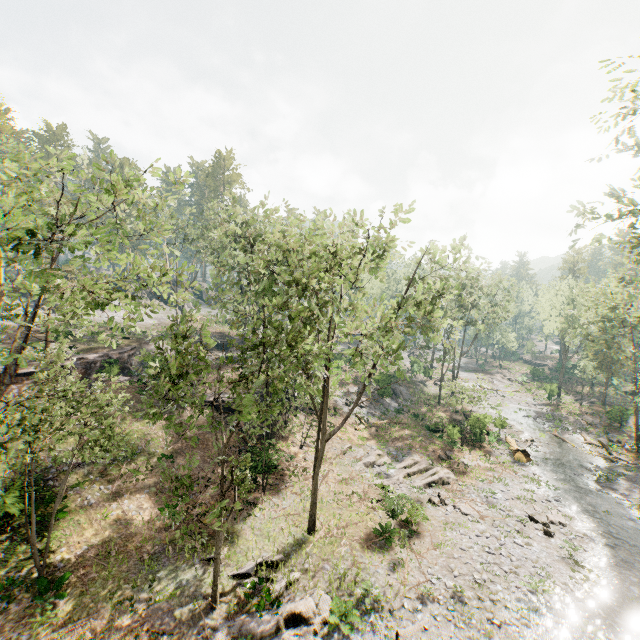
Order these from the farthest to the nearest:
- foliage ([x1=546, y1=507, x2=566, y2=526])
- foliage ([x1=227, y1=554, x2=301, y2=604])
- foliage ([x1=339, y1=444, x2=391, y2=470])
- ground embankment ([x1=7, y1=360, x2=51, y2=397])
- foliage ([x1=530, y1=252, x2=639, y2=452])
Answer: foliage ([x1=530, y1=252, x2=639, y2=452]), foliage ([x1=339, y1=444, x2=391, y2=470]), ground embankment ([x1=7, y1=360, x2=51, y2=397]), foliage ([x1=546, y1=507, x2=566, y2=526]), foliage ([x1=227, y1=554, x2=301, y2=604])

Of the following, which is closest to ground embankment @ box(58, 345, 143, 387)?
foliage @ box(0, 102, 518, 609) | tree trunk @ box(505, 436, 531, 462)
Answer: foliage @ box(0, 102, 518, 609)

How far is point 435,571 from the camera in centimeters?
1641cm

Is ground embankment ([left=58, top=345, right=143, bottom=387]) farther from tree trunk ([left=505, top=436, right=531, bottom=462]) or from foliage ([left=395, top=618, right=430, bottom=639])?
tree trunk ([left=505, top=436, right=531, bottom=462])

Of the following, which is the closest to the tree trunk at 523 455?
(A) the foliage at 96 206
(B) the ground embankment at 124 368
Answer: (A) the foliage at 96 206

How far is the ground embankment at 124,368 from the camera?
28.7 meters
